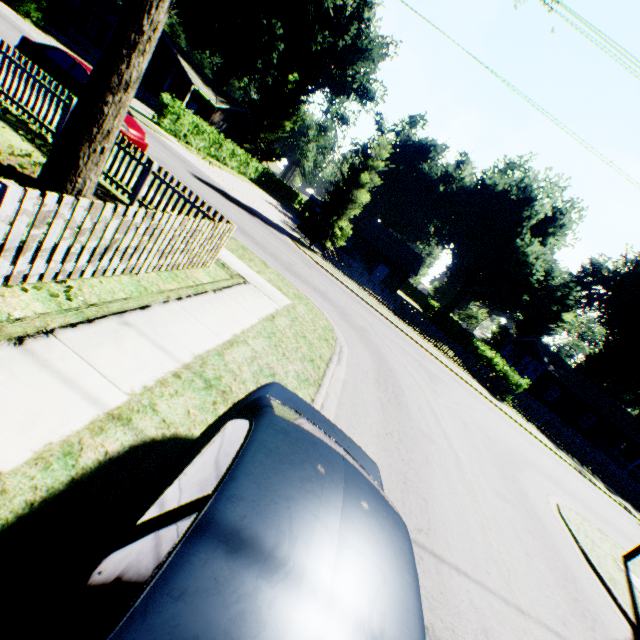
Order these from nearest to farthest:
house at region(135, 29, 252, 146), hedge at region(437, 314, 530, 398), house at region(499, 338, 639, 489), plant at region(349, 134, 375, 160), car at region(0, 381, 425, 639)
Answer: car at region(0, 381, 425, 639), hedge at region(437, 314, 530, 398), house at region(135, 29, 252, 146), house at region(499, 338, 639, 489), plant at region(349, 134, 375, 160)

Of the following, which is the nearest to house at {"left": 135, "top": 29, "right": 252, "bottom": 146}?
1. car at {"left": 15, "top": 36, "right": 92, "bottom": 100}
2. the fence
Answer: car at {"left": 15, "top": 36, "right": 92, "bottom": 100}

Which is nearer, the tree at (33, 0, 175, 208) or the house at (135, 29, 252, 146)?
the tree at (33, 0, 175, 208)

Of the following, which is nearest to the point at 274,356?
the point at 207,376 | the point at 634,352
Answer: the point at 207,376

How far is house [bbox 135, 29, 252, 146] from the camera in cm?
3203

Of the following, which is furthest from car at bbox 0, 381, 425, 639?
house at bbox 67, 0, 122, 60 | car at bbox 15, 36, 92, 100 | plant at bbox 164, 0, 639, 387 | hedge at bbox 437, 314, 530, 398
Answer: house at bbox 67, 0, 122, 60

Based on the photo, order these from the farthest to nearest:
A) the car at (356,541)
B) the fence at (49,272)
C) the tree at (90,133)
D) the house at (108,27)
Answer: the house at (108,27)
the tree at (90,133)
the fence at (49,272)
the car at (356,541)

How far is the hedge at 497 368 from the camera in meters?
23.7 m
